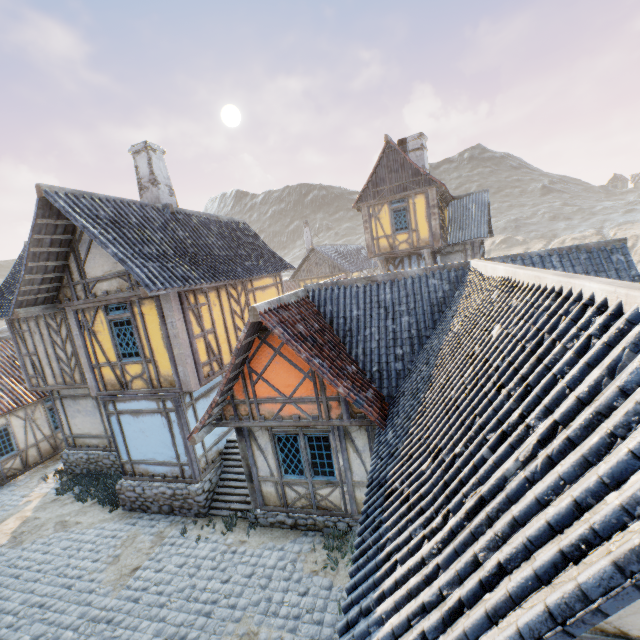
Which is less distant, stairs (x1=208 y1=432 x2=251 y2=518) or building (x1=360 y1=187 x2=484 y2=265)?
stairs (x1=208 y1=432 x2=251 y2=518)

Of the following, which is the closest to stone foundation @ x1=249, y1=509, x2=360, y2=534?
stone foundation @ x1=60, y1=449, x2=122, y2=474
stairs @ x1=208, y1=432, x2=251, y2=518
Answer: stairs @ x1=208, y1=432, x2=251, y2=518

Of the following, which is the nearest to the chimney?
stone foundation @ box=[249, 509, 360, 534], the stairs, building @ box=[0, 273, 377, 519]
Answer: building @ box=[0, 273, 377, 519]

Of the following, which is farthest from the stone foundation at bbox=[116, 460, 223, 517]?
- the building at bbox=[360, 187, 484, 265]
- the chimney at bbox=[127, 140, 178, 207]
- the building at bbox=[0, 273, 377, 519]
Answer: the building at bbox=[360, 187, 484, 265]

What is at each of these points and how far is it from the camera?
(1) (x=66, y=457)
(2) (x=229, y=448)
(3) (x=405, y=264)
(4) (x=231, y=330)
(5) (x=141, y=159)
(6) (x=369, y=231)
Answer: (1) stone foundation, 13.60m
(2) stairs, 11.29m
(3) building, 19.97m
(4) building, 11.54m
(5) chimney, 11.84m
(6) building, 18.59m

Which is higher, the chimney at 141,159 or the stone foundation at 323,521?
the chimney at 141,159

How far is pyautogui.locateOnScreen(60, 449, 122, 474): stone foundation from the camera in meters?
12.9

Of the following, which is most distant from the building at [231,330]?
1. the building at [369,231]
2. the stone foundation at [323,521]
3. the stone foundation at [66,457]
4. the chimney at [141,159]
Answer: the building at [369,231]
